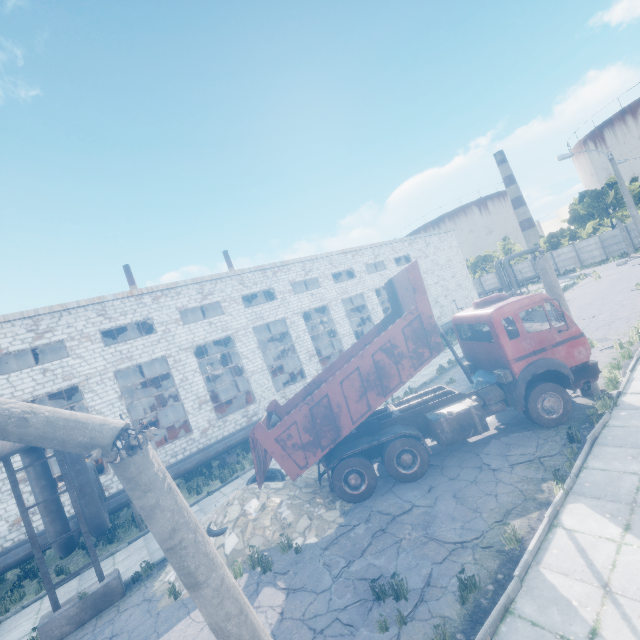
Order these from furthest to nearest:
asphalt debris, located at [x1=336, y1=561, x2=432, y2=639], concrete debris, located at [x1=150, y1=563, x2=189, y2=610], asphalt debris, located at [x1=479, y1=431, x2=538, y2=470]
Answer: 1. asphalt debris, located at [x1=479, y1=431, x2=538, y2=470]
2. concrete debris, located at [x1=150, y1=563, x2=189, y2=610]
3. asphalt debris, located at [x1=336, y1=561, x2=432, y2=639]

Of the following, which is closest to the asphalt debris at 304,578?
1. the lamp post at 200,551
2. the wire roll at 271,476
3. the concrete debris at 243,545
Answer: the concrete debris at 243,545

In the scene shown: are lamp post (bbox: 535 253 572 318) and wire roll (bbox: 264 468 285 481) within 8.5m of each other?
no

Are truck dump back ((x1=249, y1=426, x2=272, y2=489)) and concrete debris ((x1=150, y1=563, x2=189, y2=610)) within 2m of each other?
yes

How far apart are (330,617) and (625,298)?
25.00m

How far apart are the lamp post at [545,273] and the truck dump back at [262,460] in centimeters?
977cm

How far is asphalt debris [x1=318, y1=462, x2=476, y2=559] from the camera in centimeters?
720cm

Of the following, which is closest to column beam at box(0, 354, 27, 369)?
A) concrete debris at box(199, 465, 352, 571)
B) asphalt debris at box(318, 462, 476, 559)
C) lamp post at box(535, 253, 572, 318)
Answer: concrete debris at box(199, 465, 352, 571)
